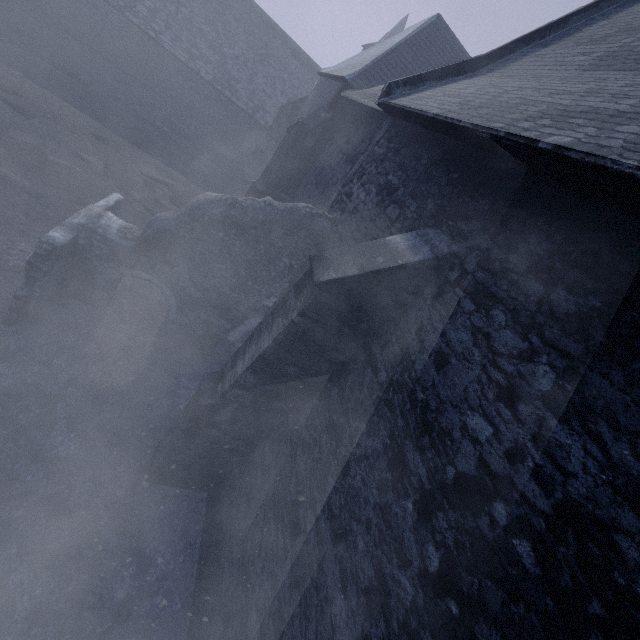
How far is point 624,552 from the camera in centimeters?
160cm
